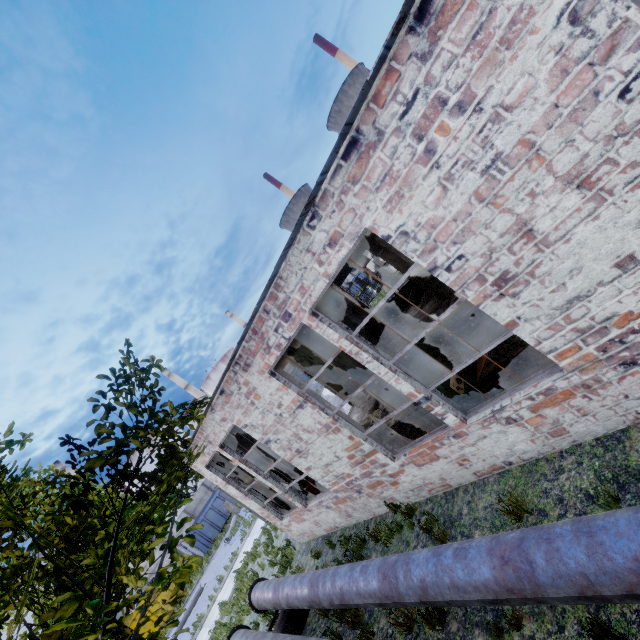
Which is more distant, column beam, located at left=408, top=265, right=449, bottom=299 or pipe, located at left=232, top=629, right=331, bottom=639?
column beam, located at left=408, top=265, right=449, bottom=299

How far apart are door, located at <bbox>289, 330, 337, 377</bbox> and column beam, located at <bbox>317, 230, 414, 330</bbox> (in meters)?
5.92

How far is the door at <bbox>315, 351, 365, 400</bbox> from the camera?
16.03m

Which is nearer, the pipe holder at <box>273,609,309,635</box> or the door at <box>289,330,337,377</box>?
the pipe holder at <box>273,609,309,635</box>

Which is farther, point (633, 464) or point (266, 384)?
point (266, 384)

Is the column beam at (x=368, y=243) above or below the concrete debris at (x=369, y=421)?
above

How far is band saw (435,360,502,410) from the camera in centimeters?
580cm

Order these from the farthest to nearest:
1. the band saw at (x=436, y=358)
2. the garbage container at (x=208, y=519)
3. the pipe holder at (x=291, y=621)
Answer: the garbage container at (x=208, y=519) < the pipe holder at (x=291, y=621) < the band saw at (x=436, y=358)
